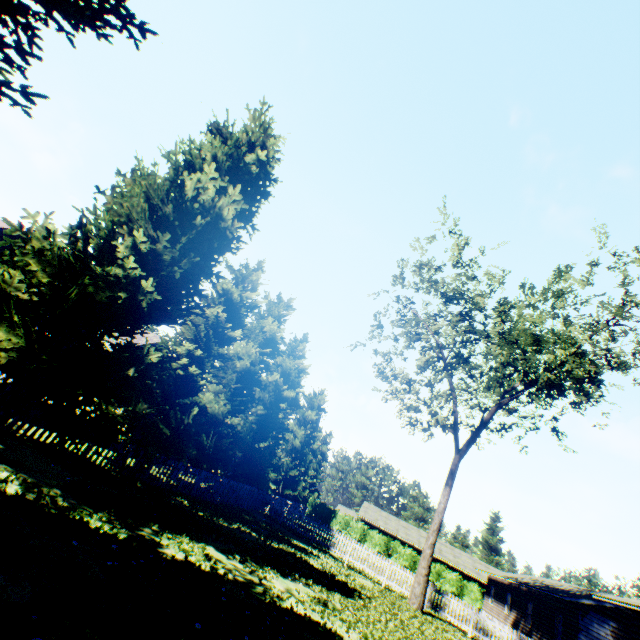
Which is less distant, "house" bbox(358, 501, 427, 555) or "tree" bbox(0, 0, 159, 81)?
"tree" bbox(0, 0, 159, 81)

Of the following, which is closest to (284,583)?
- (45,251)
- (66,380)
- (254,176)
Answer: (66,380)

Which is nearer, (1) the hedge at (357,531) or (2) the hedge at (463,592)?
(2) the hedge at (463,592)

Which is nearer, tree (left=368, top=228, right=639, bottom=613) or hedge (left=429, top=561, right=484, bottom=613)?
tree (left=368, top=228, right=639, bottom=613)

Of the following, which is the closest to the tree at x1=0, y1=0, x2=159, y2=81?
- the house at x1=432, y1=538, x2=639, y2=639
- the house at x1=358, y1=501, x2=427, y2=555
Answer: the house at x1=358, y1=501, x2=427, y2=555

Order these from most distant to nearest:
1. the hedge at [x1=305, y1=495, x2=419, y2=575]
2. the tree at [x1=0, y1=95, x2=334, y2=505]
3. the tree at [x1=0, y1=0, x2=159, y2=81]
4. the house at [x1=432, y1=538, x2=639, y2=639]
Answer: the hedge at [x1=305, y1=495, x2=419, y2=575], the house at [x1=432, y1=538, x2=639, y2=639], the tree at [x1=0, y1=95, x2=334, y2=505], the tree at [x1=0, y1=0, x2=159, y2=81]

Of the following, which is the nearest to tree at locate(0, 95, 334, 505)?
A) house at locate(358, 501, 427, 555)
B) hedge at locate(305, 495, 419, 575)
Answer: hedge at locate(305, 495, 419, 575)

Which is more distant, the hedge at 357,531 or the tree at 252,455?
the hedge at 357,531
